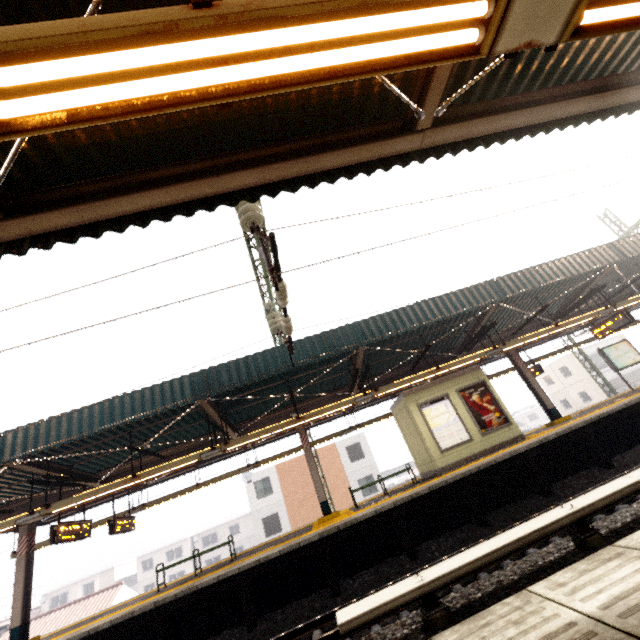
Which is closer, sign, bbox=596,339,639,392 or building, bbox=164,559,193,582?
sign, bbox=596,339,639,392

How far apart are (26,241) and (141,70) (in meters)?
2.89

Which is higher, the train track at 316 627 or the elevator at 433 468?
the elevator at 433 468

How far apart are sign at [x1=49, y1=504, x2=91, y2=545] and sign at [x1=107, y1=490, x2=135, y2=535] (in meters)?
1.35

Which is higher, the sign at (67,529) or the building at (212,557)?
the sign at (67,529)

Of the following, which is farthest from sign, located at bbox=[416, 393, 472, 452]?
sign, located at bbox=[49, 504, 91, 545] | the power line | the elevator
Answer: sign, located at bbox=[49, 504, 91, 545]

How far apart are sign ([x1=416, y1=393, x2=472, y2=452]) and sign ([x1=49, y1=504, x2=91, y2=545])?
11.6m

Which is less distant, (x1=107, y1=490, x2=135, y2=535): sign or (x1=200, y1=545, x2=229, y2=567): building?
(x1=107, y1=490, x2=135, y2=535): sign
